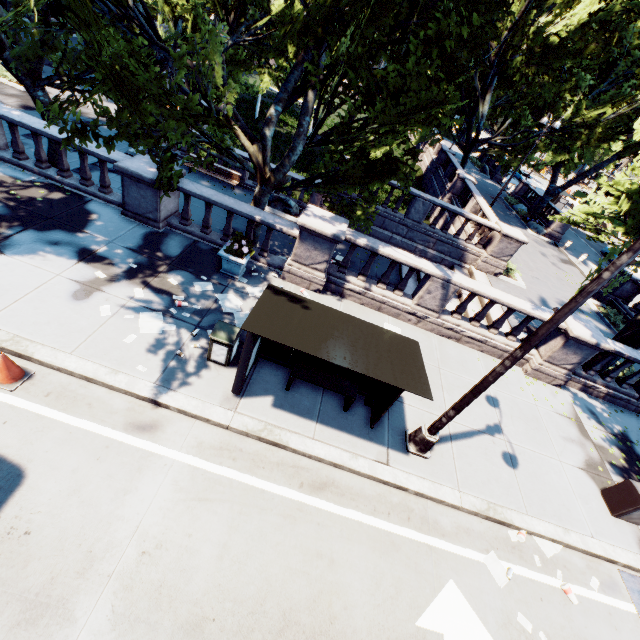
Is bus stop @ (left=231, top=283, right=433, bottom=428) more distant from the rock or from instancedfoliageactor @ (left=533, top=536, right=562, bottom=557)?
the rock

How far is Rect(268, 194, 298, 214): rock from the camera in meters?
17.7 m

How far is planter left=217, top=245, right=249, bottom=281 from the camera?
9.2 meters

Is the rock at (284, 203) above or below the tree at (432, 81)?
below

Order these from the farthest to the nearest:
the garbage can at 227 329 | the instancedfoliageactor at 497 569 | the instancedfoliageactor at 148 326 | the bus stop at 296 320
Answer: the instancedfoliageactor at 148 326 < the garbage can at 227 329 < the instancedfoliageactor at 497 569 < the bus stop at 296 320

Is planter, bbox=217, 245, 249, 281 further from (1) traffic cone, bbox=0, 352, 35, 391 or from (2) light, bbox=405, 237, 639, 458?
(2) light, bbox=405, 237, 639, 458

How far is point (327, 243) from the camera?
9.7 meters

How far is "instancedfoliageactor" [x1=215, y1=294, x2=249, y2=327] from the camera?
8.6 meters
